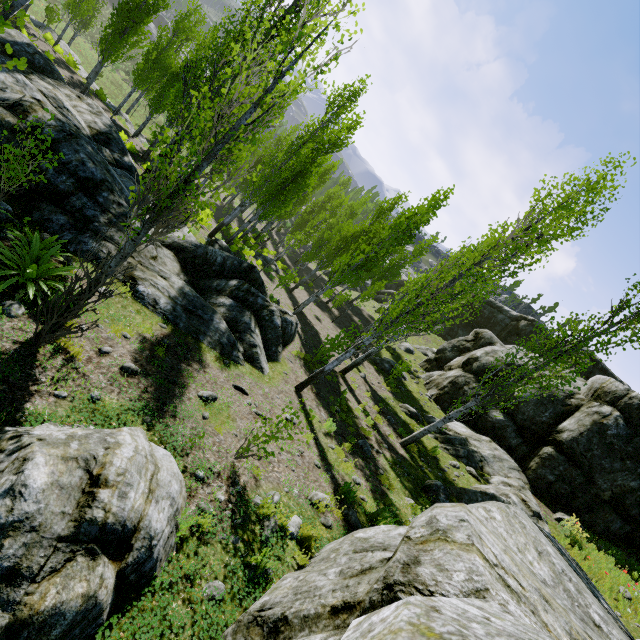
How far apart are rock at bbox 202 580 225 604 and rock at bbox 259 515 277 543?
0.9m

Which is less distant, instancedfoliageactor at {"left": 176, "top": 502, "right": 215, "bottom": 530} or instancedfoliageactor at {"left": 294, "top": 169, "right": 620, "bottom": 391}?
instancedfoliageactor at {"left": 176, "top": 502, "right": 215, "bottom": 530}

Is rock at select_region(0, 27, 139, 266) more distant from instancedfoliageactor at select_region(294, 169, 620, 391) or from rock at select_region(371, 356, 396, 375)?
rock at select_region(371, 356, 396, 375)

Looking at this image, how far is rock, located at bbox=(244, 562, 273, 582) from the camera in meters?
4.2

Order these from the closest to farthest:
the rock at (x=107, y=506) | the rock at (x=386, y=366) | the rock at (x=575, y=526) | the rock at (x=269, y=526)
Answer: the rock at (x=107, y=506) < the rock at (x=269, y=526) < the rock at (x=575, y=526) < the rock at (x=386, y=366)

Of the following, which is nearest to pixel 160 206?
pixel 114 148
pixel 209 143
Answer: pixel 209 143

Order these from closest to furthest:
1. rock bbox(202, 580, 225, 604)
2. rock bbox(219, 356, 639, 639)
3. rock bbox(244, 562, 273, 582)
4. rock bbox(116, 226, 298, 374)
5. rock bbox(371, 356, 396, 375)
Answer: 1. rock bbox(219, 356, 639, 639)
2. rock bbox(202, 580, 225, 604)
3. rock bbox(244, 562, 273, 582)
4. rock bbox(116, 226, 298, 374)
5. rock bbox(371, 356, 396, 375)

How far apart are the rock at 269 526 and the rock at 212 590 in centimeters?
95cm
